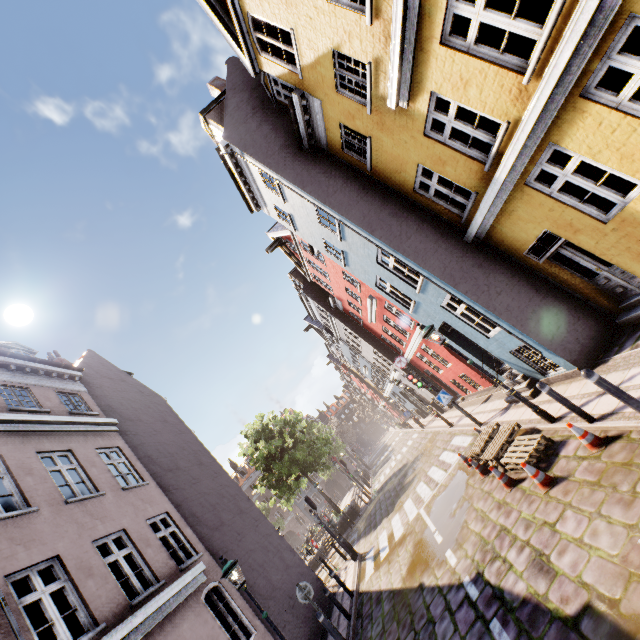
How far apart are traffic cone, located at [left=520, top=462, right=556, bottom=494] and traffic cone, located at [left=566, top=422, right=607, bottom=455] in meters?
0.8 m

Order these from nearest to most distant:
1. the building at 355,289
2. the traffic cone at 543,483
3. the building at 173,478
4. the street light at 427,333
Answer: the building at 355,289 → the traffic cone at 543,483 → the building at 173,478 → the street light at 427,333

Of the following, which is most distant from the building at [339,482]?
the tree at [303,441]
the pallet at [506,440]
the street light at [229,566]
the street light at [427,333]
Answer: the street light at [427,333]

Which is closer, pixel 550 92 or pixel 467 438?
pixel 550 92

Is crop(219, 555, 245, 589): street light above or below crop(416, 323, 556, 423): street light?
above

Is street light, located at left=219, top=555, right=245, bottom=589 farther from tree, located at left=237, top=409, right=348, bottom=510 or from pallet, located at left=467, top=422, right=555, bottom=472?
tree, located at left=237, top=409, right=348, bottom=510

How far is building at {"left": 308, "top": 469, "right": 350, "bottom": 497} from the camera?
51.7m

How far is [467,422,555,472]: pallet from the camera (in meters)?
7.05
